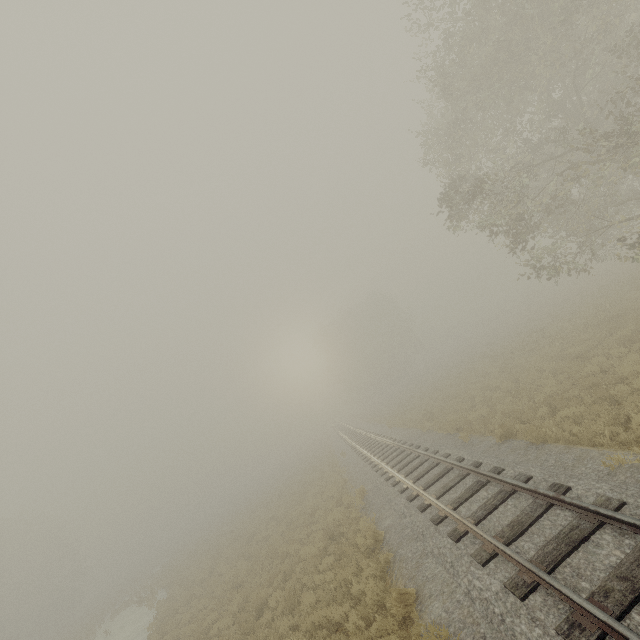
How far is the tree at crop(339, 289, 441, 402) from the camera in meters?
52.3 m

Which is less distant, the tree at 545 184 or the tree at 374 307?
the tree at 545 184

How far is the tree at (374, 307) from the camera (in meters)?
52.28

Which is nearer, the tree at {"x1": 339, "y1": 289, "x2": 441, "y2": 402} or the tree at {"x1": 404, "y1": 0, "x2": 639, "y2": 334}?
the tree at {"x1": 404, "y1": 0, "x2": 639, "y2": 334}

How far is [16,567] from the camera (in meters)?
43.44
